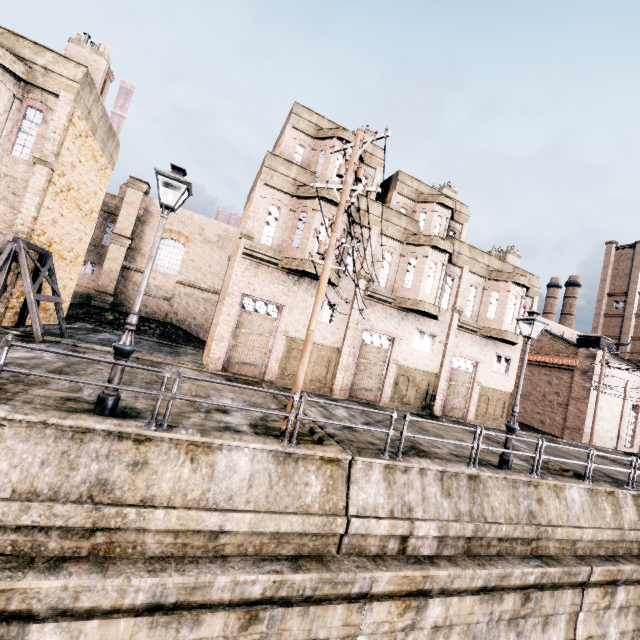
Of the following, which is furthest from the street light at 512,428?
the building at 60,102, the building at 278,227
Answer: the building at 60,102

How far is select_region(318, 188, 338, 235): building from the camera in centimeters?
1752cm

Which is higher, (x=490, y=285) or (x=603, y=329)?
(x=603, y=329)

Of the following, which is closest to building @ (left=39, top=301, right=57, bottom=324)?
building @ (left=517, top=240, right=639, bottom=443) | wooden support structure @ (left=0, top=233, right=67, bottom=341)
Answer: wooden support structure @ (left=0, top=233, right=67, bottom=341)

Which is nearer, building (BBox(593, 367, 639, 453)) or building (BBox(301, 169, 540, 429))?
building (BBox(301, 169, 540, 429))

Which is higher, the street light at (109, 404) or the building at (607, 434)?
the building at (607, 434)

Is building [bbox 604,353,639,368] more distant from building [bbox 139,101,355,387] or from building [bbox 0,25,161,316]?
building [bbox 0,25,161,316]

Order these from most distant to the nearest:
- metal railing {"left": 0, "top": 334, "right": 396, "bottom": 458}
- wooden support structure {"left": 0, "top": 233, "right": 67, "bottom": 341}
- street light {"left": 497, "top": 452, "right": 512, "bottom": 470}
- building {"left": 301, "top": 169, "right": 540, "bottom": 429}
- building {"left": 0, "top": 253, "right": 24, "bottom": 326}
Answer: building {"left": 301, "top": 169, "right": 540, "bottom": 429} < building {"left": 0, "top": 253, "right": 24, "bottom": 326} < wooden support structure {"left": 0, "top": 233, "right": 67, "bottom": 341} < street light {"left": 497, "top": 452, "right": 512, "bottom": 470} < metal railing {"left": 0, "top": 334, "right": 396, "bottom": 458}
